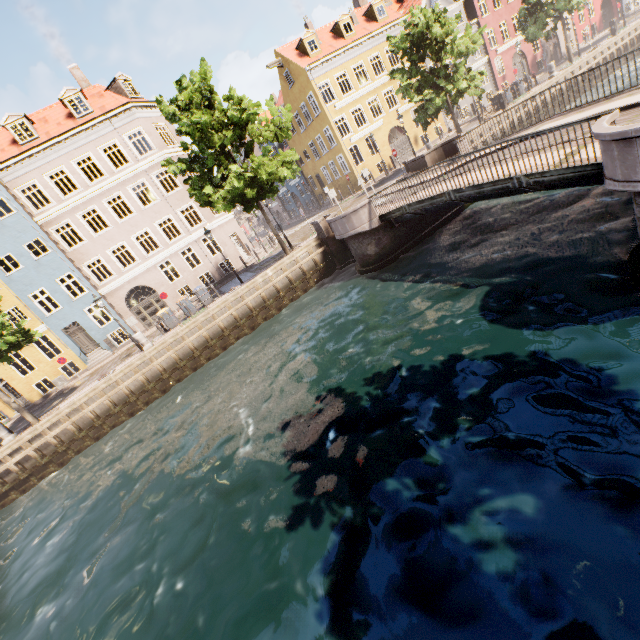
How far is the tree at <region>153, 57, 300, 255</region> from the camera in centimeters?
1546cm

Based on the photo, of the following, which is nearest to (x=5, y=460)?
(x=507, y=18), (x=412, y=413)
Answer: (x=412, y=413)

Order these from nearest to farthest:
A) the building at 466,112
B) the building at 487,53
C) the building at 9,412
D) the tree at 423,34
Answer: the tree at 423,34 → the building at 9,412 → the building at 487,53 → the building at 466,112

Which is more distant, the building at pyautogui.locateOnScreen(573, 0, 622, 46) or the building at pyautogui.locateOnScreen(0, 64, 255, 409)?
the building at pyautogui.locateOnScreen(573, 0, 622, 46)

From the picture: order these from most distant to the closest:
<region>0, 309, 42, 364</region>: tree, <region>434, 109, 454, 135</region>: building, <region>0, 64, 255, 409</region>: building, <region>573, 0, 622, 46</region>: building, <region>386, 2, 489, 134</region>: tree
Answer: <region>573, 0, 622, 46</region>: building → <region>434, 109, 454, 135</region>: building → <region>0, 64, 255, 409</region>: building → <region>386, 2, 489, 134</region>: tree → <region>0, 309, 42, 364</region>: tree

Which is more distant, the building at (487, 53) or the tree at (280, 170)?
the building at (487, 53)

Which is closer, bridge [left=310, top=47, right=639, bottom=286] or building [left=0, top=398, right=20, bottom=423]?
bridge [left=310, top=47, right=639, bottom=286]

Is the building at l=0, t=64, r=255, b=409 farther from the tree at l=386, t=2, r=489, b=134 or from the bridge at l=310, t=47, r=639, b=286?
the bridge at l=310, t=47, r=639, b=286
